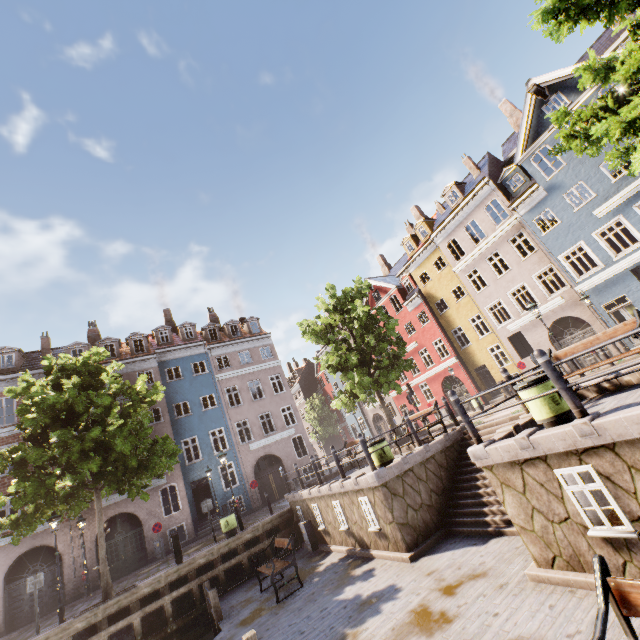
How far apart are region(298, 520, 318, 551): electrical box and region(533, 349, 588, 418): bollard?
11.82m

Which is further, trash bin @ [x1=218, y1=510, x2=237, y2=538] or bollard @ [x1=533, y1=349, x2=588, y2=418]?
trash bin @ [x1=218, y1=510, x2=237, y2=538]

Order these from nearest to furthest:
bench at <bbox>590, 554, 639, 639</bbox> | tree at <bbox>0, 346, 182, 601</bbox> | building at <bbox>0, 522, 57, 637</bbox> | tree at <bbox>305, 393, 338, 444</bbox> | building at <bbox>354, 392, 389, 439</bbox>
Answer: bench at <bbox>590, 554, 639, 639</bbox> → tree at <bbox>0, 346, 182, 601</bbox> → building at <bbox>0, 522, 57, 637</bbox> → building at <bbox>354, 392, 389, 439</bbox> → tree at <bbox>305, 393, 338, 444</bbox>

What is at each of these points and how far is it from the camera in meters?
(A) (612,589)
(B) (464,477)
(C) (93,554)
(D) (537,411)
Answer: (A) bench, 2.9 m
(B) stairs, 9.7 m
(C) building, 18.6 m
(D) trash bin, 6.0 m

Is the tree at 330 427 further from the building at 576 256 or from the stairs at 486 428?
the stairs at 486 428

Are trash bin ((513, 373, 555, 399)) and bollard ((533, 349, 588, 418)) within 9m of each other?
yes

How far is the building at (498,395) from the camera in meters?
24.5 m

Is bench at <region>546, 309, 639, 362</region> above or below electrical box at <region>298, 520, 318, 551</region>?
above
